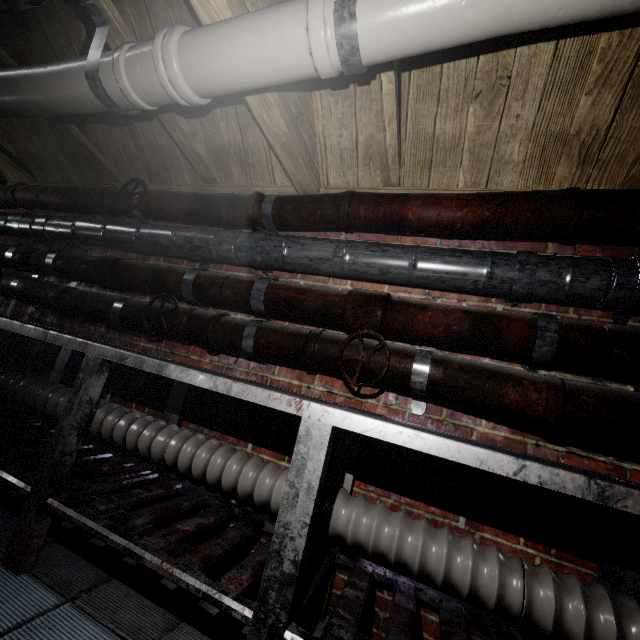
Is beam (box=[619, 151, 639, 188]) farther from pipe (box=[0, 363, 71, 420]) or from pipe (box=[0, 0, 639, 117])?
pipe (box=[0, 363, 71, 420])

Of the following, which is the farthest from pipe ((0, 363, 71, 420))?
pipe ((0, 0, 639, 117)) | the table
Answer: pipe ((0, 0, 639, 117))

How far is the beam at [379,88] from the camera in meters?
1.3 m

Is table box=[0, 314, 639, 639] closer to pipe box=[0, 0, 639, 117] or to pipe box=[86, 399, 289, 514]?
pipe box=[86, 399, 289, 514]

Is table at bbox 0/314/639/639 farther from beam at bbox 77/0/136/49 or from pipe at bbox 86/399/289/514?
beam at bbox 77/0/136/49

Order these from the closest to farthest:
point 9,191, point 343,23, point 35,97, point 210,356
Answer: point 343,23
point 35,97
point 210,356
point 9,191

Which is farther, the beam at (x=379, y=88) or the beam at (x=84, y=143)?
the beam at (x=84, y=143)
